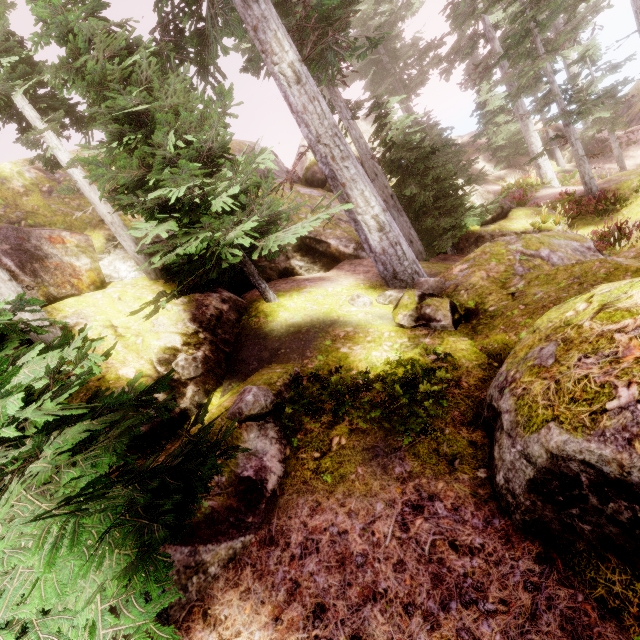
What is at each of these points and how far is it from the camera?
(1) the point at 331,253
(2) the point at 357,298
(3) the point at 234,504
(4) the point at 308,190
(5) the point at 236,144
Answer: (1) rock, 11.9 meters
(2) instancedfoliageactor, 7.9 meters
(3) rock, 3.9 meters
(4) rock, 15.3 meters
(5) rock, 16.1 meters

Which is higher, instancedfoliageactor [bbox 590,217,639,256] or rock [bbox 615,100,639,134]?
instancedfoliageactor [bbox 590,217,639,256]

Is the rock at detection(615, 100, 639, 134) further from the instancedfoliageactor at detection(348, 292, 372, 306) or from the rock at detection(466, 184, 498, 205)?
the rock at detection(466, 184, 498, 205)

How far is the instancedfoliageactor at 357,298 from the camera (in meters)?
7.85

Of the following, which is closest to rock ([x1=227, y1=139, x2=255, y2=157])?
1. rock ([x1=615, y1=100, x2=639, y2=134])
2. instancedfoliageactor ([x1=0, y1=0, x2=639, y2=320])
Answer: instancedfoliageactor ([x1=0, y1=0, x2=639, y2=320])

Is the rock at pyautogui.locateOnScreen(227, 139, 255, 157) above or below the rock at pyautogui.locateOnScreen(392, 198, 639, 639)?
above

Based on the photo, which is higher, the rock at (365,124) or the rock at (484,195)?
the rock at (365,124)
